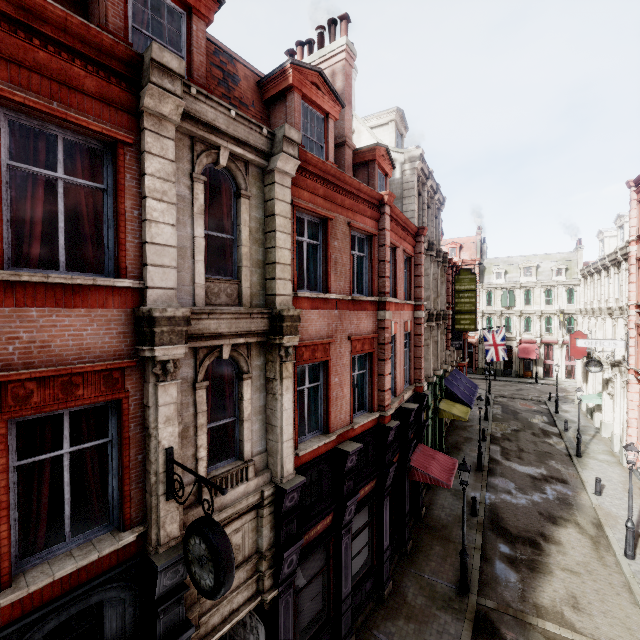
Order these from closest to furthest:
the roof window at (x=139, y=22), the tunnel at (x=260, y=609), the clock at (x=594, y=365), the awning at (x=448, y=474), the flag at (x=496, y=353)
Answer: the roof window at (x=139, y=22) < the tunnel at (x=260, y=609) < the awning at (x=448, y=474) < the clock at (x=594, y=365) < the flag at (x=496, y=353)

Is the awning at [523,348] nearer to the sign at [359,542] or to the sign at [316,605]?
the sign at [359,542]

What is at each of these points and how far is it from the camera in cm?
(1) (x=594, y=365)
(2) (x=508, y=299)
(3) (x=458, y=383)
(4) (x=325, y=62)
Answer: (1) clock, 2308
(2) sign, 4741
(3) awning, 2567
(4) chimney, 1224

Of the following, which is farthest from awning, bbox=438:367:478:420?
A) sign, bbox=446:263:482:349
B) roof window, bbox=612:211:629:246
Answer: roof window, bbox=612:211:629:246

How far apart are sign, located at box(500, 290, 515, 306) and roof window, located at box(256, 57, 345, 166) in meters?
45.6 m

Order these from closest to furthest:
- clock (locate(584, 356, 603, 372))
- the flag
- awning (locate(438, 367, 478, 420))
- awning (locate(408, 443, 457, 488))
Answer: awning (locate(408, 443, 457, 488)), awning (locate(438, 367, 478, 420)), clock (locate(584, 356, 603, 372)), the flag

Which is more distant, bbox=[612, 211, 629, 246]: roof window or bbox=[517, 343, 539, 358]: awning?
bbox=[517, 343, 539, 358]: awning

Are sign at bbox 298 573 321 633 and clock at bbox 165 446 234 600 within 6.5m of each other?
yes
